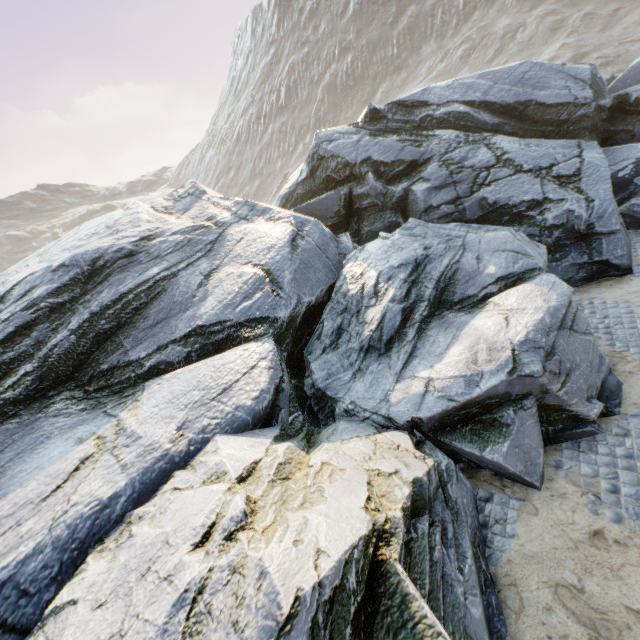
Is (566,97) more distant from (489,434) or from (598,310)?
(489,434)
